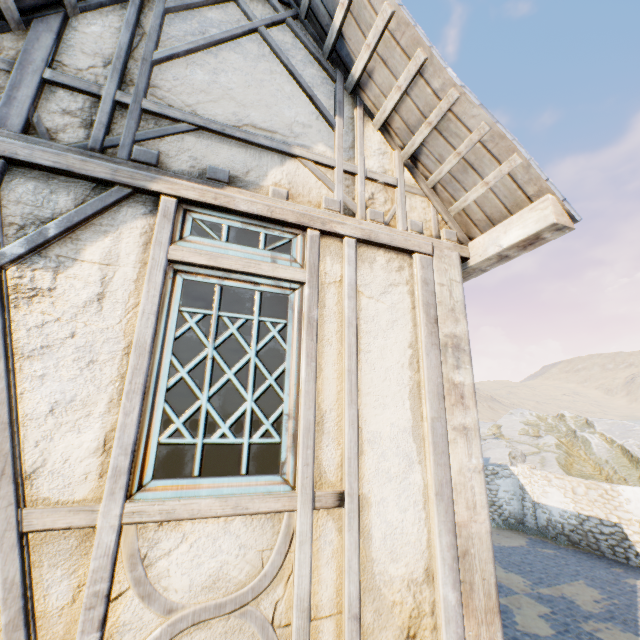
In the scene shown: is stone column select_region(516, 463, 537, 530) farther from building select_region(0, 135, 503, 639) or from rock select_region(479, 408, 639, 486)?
building select_region(0, 135, 503, 639)

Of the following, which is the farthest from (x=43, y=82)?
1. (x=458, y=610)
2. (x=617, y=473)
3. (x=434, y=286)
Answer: (x=617, y=473)

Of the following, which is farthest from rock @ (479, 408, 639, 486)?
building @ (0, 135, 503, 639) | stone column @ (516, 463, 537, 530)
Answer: building @ (0, 135, 503, 639)

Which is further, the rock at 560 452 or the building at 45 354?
the rock at 560 452

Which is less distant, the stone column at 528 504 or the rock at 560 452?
the stone column at 528 504
